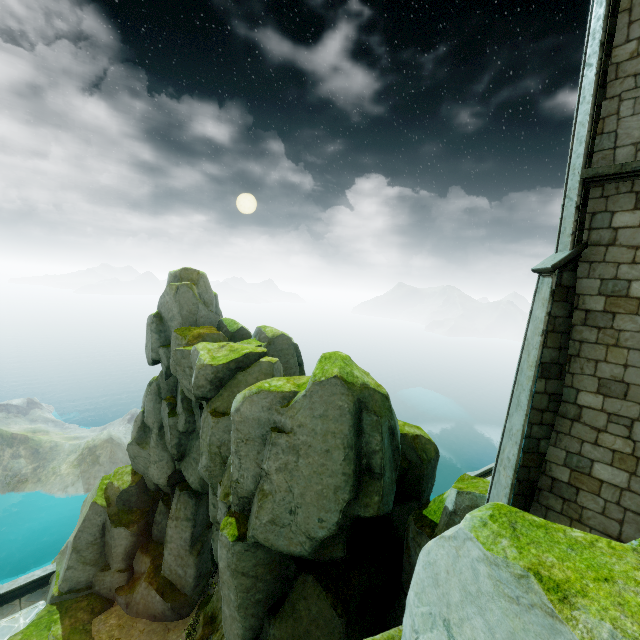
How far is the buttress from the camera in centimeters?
1996cm

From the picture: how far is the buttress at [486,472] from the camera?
20.0 meters

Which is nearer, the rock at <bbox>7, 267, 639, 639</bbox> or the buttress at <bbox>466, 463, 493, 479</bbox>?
the rock at <bbox>7, 267, 639, 639</bbox>

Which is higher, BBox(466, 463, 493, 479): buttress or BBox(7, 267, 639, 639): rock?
BBox(466, 463, 493, 479): buttress

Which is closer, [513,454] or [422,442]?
[513,454]

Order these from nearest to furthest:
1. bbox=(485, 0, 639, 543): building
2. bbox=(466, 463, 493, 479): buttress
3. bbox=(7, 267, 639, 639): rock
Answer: bbox=(7, 267, 639, 639): rock
bbox=(485, 0, 639, 543): building
bbox=(466, 463, 493, 479): buttress

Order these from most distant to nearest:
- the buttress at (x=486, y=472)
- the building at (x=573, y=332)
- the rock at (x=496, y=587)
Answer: the buttress at (x=486, y=472), the building at (x=573, y=332), the rock at (x=496, y=587)

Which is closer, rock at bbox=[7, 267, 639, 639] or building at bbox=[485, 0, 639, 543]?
rock at bbox=[7, 267, 639, 639]
